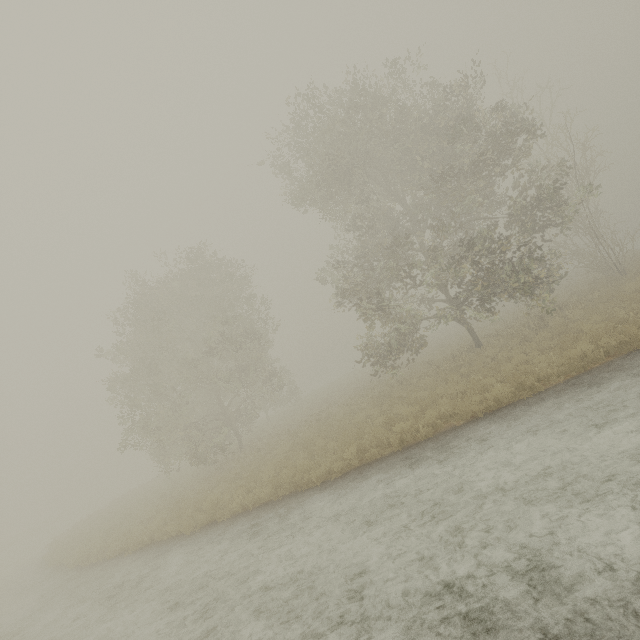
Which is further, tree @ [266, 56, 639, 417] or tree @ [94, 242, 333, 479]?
tree @ [94, 242, 333, 479]

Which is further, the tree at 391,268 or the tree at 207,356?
the tree at 207,356

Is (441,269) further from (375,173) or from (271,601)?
(271,601)

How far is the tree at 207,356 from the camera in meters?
19.0

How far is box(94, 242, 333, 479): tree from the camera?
18.98m
